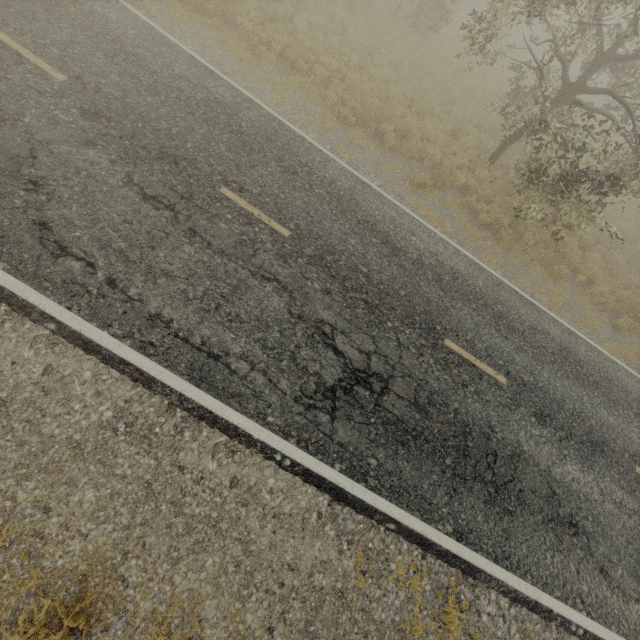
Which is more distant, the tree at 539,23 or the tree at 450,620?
the tree at 539,23

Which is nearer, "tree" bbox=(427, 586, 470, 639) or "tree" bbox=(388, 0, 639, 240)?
"tree" bbox=(427, 586, 470, 639)

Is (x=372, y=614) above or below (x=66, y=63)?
below

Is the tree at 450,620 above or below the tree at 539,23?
below

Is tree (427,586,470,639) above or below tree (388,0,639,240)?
below
